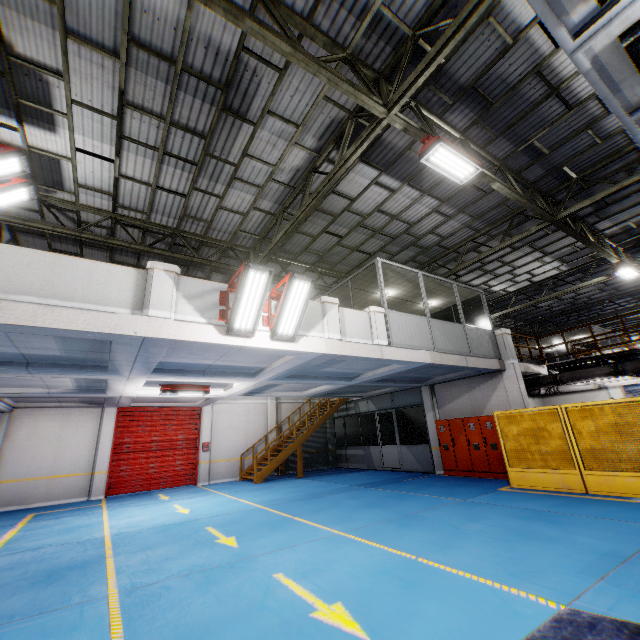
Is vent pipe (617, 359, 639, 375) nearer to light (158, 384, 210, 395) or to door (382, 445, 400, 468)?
door (382, 445, 400, 468)

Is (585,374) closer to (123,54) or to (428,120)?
(428,120)

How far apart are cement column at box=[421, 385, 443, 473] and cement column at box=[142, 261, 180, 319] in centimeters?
1218cm

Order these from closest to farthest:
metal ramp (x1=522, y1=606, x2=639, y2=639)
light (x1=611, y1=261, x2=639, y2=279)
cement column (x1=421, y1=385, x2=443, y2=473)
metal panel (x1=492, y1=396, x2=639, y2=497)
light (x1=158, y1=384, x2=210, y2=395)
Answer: metal ramp (x1=522, y1=606, x2=639, y2=639) → metal panel (x1=492, y1=396, x2=639, y2=497) → light (x1=158, y1=384, x2=210, y2=395) → light (x1=611, y1=261, x2=639, y2=279) → cement column (x1=421, y1=385, x2=443, y2=473)

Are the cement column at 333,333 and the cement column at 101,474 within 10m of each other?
no

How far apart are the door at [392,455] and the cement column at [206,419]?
8.90m

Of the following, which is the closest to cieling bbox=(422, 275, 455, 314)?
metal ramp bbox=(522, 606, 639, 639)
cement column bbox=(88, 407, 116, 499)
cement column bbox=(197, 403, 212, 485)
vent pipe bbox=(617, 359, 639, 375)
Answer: vent pipe bbox=(617, 359, 639, 375)

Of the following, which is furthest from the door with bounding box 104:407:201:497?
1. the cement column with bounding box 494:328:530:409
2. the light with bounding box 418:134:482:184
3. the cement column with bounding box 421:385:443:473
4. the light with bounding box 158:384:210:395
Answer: the light with bounding box 418:134:482:184
